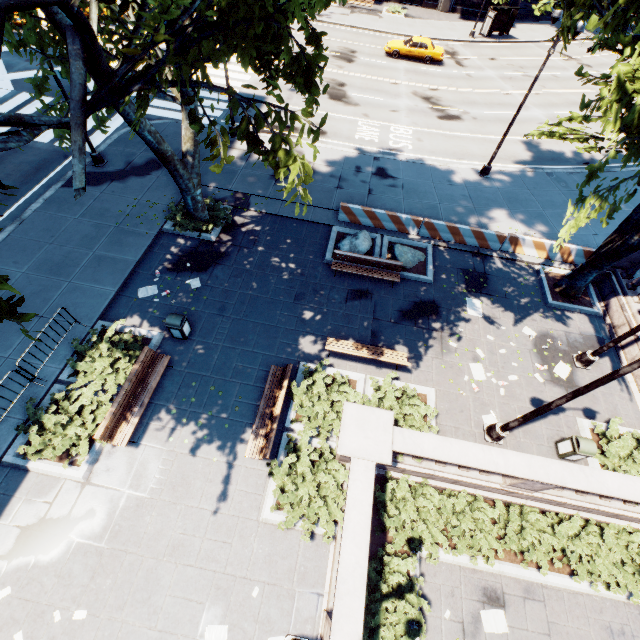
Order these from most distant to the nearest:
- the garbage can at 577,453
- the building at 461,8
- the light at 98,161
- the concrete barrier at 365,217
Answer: the building at 461,8, the light at 98,161, the concrete barrier at 365,217, the garbage can at 577,453

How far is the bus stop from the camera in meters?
33.0 m

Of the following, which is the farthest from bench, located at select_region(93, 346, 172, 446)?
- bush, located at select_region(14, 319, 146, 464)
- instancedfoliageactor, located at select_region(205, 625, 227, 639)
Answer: instancedfoliageactor, located at select_region(205, 625, 227, 639)

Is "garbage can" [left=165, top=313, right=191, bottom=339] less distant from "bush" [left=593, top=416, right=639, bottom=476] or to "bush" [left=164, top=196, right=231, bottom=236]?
"bush" [left=164, top=196, right=231, bottom=236]

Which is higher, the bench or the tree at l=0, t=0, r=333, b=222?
the tree at l=0, t=0, r=333, b=222

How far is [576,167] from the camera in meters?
21.1 m

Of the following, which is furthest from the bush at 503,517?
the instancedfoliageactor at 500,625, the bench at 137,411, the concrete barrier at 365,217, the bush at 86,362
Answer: the concrete barrier at 365,217

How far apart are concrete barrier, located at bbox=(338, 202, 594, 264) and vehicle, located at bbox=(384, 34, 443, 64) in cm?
2306
